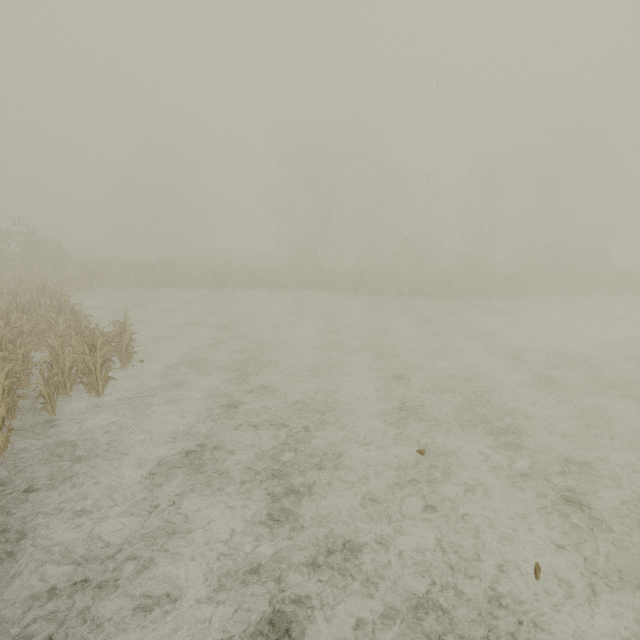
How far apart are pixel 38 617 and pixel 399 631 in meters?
4.3 m
